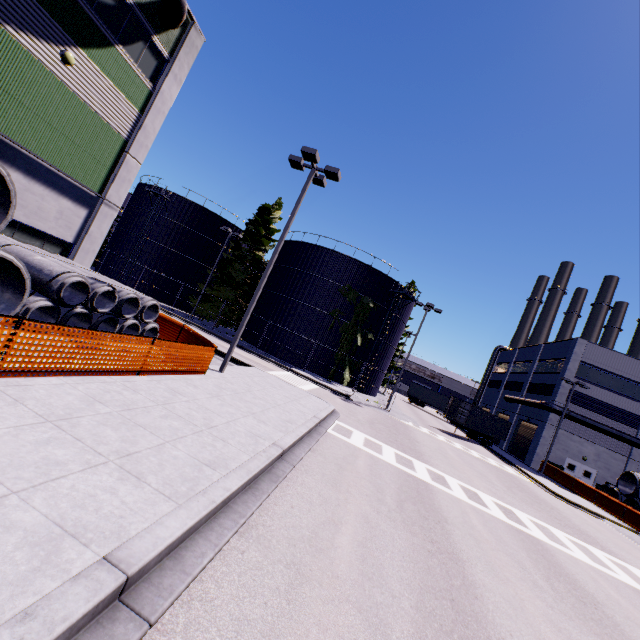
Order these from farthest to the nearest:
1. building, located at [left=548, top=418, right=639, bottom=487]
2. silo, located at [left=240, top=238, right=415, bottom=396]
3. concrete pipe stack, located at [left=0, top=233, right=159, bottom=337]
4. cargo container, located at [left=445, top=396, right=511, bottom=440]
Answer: cargo container, located at [left=445, top=396, right=511, bottom=440]
building, located at [left=548, top=418, right=639, bottom=487]
silo, located at [left=240, top=238, right=415, bottom=396]
concrete pipe stack, located at [left=0, top=233, right=159, bottom=337]

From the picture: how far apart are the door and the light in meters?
38.1

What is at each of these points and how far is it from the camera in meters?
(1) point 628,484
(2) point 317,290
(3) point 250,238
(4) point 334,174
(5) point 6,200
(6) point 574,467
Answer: (1) concrete pipe stack, 25.7
(2) silo, 32.2
(3) tree, 35.6
(4) light, 13.8
(5) concrete pipe stack, 7.0
(6) door, 33.7

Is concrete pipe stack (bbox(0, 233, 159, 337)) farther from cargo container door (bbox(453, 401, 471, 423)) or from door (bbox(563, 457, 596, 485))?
door (bbox(563, 457, 596, 485))

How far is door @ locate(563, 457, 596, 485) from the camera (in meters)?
33.30

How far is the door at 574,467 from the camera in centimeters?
3330cm

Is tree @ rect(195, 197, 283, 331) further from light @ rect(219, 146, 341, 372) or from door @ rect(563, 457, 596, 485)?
door @ rect(563, 457, 596, 485)

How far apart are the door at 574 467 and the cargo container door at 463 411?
11.9m
